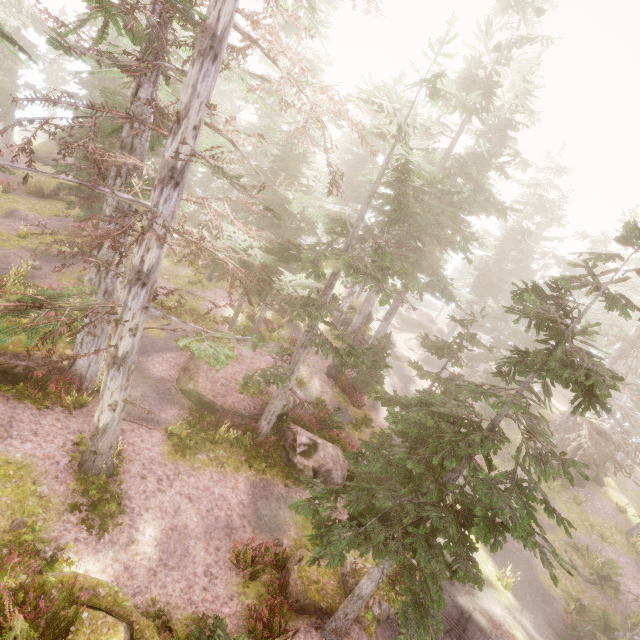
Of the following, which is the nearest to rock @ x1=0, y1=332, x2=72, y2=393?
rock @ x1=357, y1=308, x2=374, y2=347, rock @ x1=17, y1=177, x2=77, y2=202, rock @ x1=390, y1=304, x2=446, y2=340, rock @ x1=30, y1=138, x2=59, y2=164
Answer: rock @ x1=17, y1=177, x2=77, y2=202

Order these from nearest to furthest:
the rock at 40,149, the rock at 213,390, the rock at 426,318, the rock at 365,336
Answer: the rock at 213,390
the rock at 365,336
the rock at 40,149
the rock at 426,318

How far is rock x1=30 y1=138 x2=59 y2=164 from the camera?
36.97m

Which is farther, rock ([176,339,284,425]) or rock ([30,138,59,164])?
rock ([30,138,59,164])

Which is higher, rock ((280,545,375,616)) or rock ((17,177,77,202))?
rock ((17,177,77,202))

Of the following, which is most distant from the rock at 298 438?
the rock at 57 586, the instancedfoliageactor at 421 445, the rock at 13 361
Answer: the rock at 57 586

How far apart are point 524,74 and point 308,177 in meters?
14.4 m

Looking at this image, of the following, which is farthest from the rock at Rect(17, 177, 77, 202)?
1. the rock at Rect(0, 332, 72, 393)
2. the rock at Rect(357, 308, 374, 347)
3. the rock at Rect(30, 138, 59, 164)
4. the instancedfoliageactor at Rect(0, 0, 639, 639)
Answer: the rock at Rect(357, 308, 374, 347)
